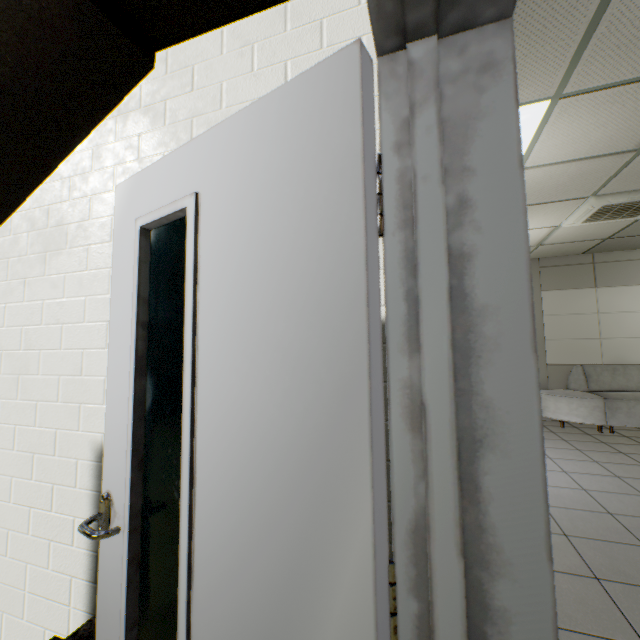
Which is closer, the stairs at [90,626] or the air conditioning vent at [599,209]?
the stairs at [90,626]

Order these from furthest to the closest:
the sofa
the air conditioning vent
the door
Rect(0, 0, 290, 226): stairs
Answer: the sofa → the air conditioning vent → Rect(0, 0, 290, 226): stairs → the door

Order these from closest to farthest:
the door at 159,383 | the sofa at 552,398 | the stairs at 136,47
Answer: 1. the door at 159,383
2. the stairs at 136,47
3. the sofa at 552,398

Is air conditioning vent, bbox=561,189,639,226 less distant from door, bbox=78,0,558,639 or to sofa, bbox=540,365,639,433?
sofa, bbox=540,365,639,433

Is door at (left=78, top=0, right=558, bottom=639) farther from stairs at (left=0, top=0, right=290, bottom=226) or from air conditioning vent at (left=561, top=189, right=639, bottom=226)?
air conditioning vent at (left=561, top=189, right=639, bottom=226)

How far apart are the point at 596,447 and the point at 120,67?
6.8m

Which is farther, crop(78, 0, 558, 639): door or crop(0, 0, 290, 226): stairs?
crop(0, 0, 290, 226): stairs

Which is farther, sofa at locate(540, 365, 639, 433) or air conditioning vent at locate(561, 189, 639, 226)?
sofa at locate(540, 365, 639, 433)
